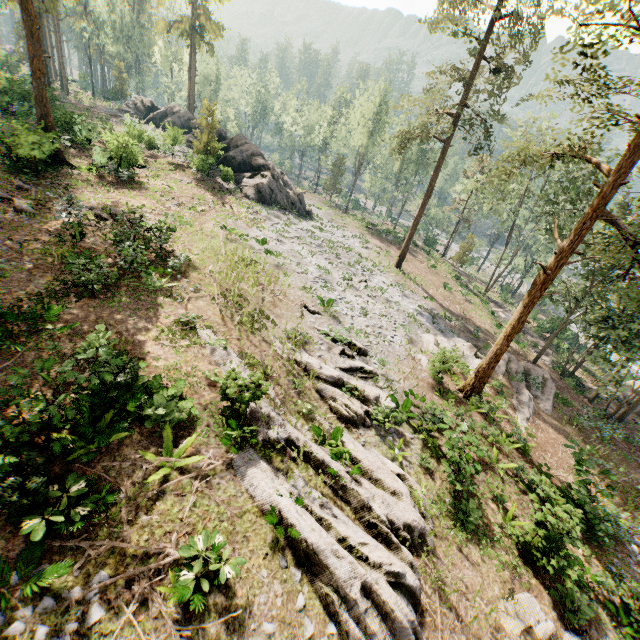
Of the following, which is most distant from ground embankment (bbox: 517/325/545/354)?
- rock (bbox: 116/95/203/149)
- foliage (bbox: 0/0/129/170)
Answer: rock (bbox: 116/95/203/149)

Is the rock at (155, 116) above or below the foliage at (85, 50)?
below

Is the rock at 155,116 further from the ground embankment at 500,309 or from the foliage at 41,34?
the ground embankment at 500,309

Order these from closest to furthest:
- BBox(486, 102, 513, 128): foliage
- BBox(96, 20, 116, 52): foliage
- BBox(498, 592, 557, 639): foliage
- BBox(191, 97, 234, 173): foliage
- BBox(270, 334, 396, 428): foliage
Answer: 1. BBox(498, 592, 557, 639): foliage
2. BBox(270, 334, 396, 428): foliage
3. BBox(486, 102, 513, 128): foliage
4. BBox(191, 97, 234, 173): foliage
5. BBox(96, 20, 116, 52): foliage

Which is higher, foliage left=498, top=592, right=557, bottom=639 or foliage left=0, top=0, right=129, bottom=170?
foliage left=0, top=0, right=129, bottom=170

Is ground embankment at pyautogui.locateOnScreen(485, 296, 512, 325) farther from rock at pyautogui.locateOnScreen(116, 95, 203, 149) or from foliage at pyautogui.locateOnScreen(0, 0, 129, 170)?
rock at pyautogui.locateOnScreen(116, 95, 203, 149)

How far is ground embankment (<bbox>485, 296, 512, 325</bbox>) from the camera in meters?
35.4 m

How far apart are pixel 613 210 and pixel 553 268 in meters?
18.4
